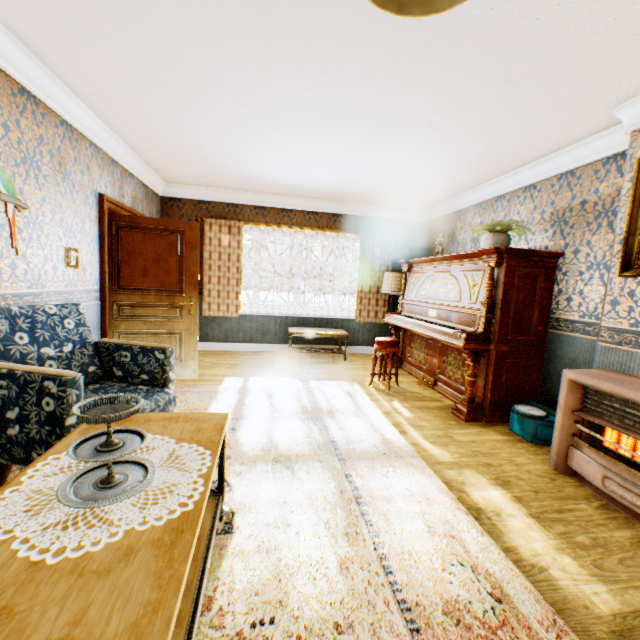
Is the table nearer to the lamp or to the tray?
the tray

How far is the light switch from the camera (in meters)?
3.31

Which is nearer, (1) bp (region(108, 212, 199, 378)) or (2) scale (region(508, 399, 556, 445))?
(2) scale (region(508, 399, 556, 445))

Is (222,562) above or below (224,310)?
below

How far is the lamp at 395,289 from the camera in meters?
6.3 m

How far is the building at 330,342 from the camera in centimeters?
693cm

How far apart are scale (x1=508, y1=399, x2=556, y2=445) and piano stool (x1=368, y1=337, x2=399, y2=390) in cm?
156

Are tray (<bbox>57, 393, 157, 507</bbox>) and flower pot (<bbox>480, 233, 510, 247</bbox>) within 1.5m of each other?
no
